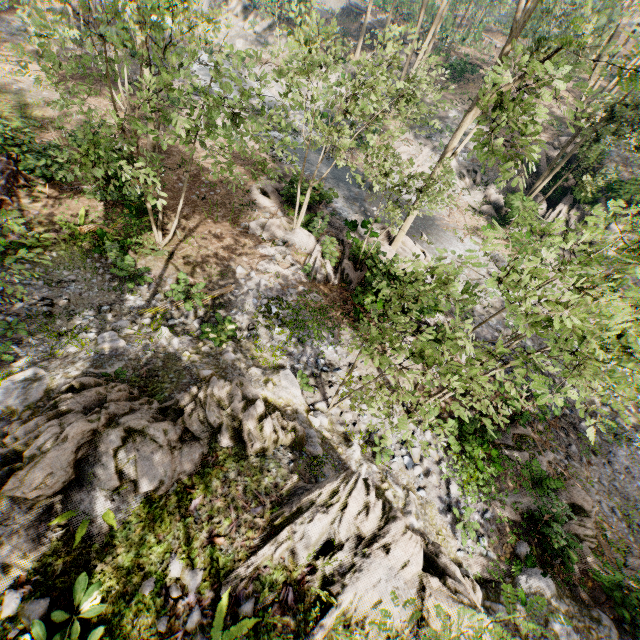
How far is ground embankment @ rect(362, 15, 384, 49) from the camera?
36.84m

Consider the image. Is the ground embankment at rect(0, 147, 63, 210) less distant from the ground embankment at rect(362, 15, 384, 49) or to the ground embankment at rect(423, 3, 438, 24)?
the ground embankment at rect(362, 15, 384, 49)

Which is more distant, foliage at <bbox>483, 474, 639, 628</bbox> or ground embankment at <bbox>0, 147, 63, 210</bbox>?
ground embankment at <bbox>0, 147, 63, 210</bbox>

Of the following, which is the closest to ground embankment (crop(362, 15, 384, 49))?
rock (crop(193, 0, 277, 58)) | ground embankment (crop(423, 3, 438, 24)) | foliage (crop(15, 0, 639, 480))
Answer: foliage (crop(15, 0, 639, 480))

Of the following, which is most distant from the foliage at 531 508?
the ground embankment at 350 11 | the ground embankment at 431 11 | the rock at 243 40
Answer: the ground embankment at 350 11

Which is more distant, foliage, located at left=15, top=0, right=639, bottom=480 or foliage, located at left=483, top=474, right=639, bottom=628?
foliage, located at left=483, top=474, right=639, bottom=628

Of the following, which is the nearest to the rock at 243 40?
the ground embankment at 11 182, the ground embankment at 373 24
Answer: the ground embankment at 373 24

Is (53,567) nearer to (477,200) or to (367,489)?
(367,489)
